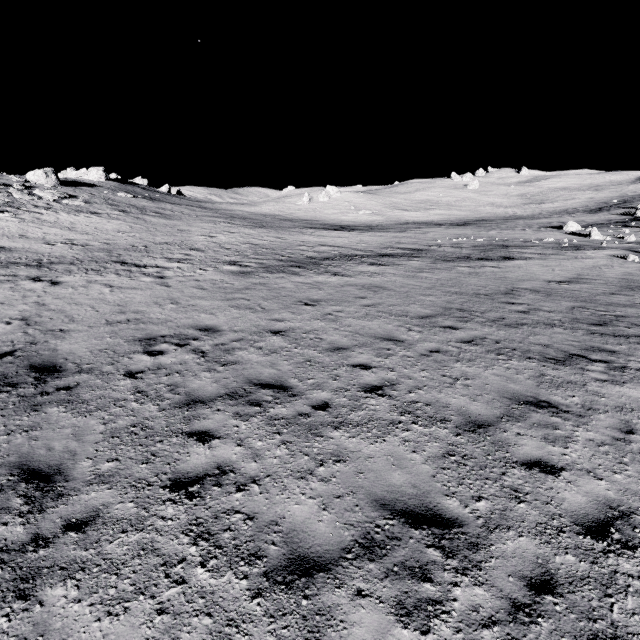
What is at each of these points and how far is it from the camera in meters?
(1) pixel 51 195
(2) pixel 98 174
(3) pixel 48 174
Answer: (1) stone, 35.8 m
(2) stone, 57.0 m
(3) stone, 41.2 m

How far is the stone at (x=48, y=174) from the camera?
40.44m

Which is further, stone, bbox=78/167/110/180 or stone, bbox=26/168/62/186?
stone, bbox=78/167/110/180

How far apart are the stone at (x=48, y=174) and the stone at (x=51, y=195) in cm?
609

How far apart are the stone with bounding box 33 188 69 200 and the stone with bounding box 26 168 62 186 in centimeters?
609cm

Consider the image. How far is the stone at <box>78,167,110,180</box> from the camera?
56.8 meters

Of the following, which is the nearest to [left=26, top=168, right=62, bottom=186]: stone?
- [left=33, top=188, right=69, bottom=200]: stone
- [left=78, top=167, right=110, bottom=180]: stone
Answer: [left=33, top=188, right=69, bottom=200]: stone
